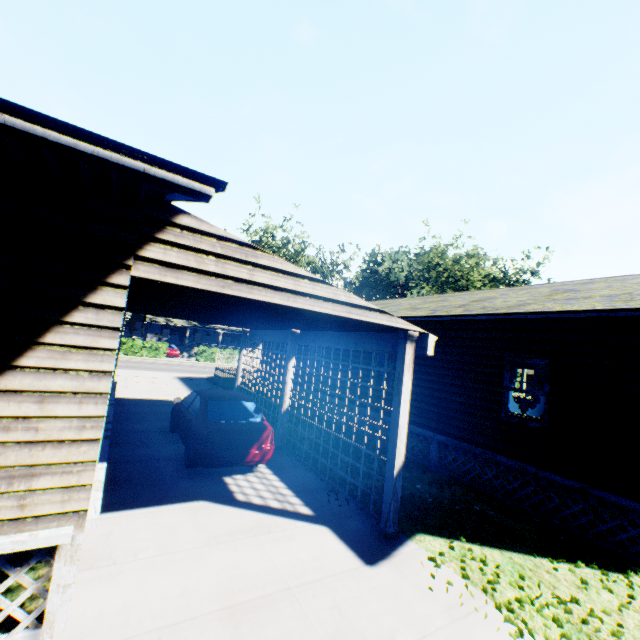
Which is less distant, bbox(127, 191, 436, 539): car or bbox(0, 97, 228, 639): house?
bbox(0, 97, 228, 639): house

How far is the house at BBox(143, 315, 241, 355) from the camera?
50.88m

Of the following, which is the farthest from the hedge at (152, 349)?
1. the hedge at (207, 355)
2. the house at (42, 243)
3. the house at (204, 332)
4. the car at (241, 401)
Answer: the car at (241, 401)

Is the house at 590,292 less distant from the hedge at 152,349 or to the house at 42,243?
the house at 42,243

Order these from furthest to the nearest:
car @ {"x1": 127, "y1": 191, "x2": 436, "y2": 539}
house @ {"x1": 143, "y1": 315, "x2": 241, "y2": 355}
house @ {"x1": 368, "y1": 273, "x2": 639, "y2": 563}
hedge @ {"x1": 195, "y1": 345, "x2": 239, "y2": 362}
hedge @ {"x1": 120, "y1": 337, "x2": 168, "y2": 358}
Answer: house @ {"x1": 143, "y1": 315, "x2": 241, "y2": 355}
hedge @ {"x1": 195, "y1": 345, "x2": 239, "y2": 362}
hedge @ {"x1": 120, "y1": 337, "x2": 168, "y2": 358}
house @ {"x1": 368, "y1": 273, "x2": 639, "y2": 563}
car @ {"x1": 127, "y1": 191, "x2": 436, "y2": 539}

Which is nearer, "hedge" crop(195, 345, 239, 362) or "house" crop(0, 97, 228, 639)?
"house" crop(0, 97, 228, 639)

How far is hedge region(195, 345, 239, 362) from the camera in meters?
38.2

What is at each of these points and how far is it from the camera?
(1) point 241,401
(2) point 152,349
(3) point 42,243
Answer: (1) car, 8.55m
(2) hedge, 35.41m
(3) house, 3.16m
